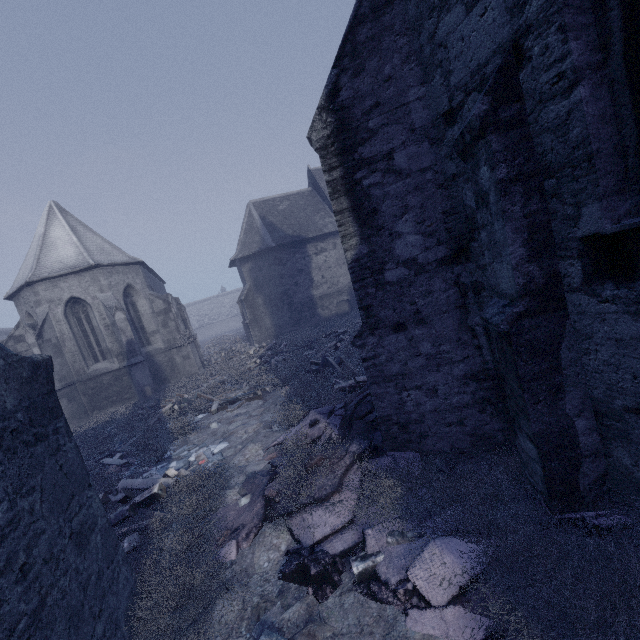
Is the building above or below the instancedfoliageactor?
above

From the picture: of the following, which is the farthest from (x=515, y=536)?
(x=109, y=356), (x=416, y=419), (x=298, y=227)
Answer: (x=298, y=227)

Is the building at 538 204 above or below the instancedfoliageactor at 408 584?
above
